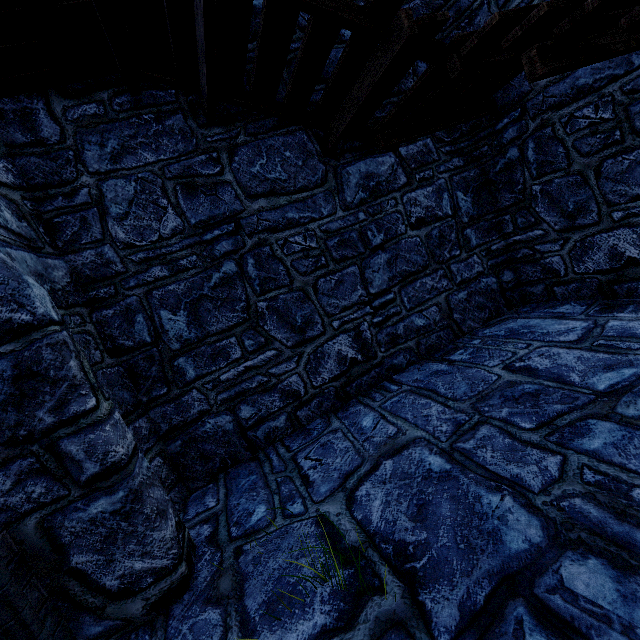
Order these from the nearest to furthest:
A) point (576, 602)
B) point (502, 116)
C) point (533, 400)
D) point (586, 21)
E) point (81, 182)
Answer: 1. point (576, 602)
2. point (586, 21)
3. point (533, 400)
4. point (81, 182)
5. point (502, 116)
